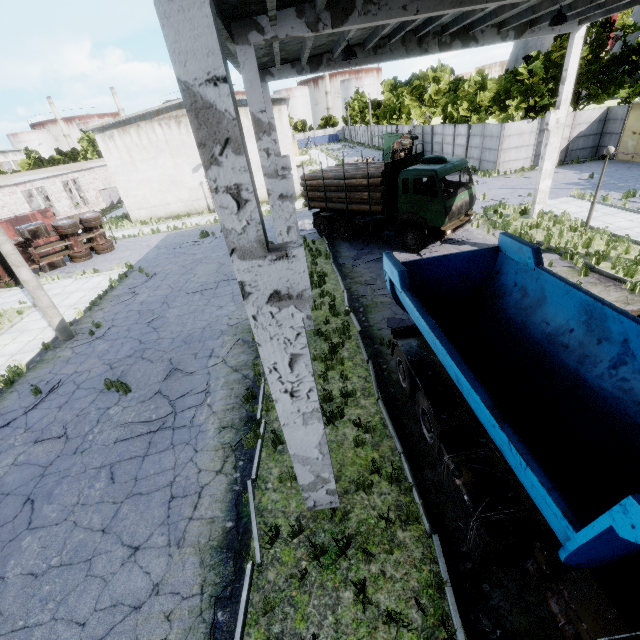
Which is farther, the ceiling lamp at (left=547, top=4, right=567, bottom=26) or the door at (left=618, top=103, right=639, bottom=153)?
the door at (left=618, top=103, right=639, bottom=153)

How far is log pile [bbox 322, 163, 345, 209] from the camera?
16.25m

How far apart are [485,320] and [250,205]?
5.90m

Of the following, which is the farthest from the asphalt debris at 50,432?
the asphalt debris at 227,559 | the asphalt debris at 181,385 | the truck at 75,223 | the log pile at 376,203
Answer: the truck at 75,223

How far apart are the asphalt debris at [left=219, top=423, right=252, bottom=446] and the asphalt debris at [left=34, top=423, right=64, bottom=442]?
4.2 meters

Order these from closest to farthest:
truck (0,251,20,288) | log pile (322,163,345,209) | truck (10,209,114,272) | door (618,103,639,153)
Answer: log pile (322,163,345,209), truck (0,251,20,288), truck (10,209,114,272), door (618,103,639,153)

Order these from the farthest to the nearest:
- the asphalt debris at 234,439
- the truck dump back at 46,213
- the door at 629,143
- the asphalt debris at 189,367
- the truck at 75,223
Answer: the truck dump back at 46,213
the door at 629,143
the truck at 75,223
the asphalt debris at 189,367
the asphalt debris at 234,439

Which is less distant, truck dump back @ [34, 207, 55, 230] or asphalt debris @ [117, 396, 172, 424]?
asphalt debris @ [117, 396, 172, 424]
